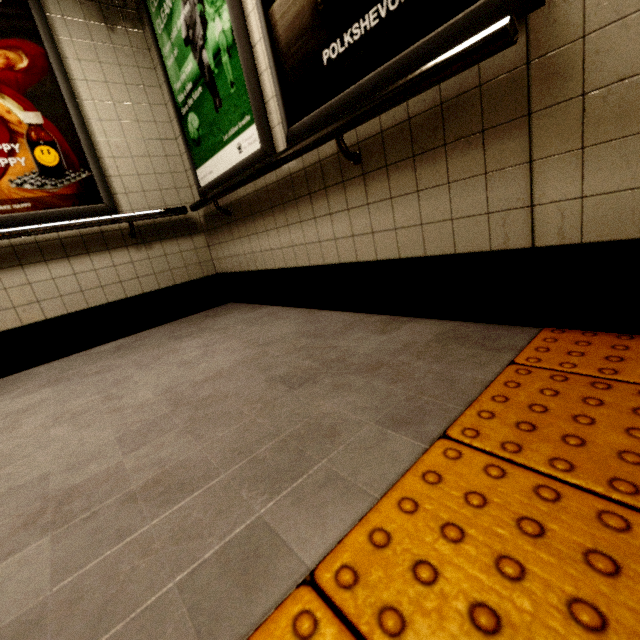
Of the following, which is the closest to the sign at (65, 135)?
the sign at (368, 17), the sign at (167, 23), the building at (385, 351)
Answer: the building at (385, 351)

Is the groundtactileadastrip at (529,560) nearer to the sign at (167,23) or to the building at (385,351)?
the building at (385,351)

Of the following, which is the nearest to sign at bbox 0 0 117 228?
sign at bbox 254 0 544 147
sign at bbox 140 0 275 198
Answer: sign at bbox 140 0 275 198

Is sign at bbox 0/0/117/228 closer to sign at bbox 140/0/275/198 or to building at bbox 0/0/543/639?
building at bbox 0/0/543/639

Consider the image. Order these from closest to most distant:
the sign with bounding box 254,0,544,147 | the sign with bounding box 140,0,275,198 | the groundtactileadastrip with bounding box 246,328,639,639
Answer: the groundtactileadastrip with bounding box 246,328,639,639 → the sign with bounding box 254,0,544,147 → the sign with bounding box 140,0,275,198

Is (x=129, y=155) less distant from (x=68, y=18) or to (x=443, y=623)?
(x=68, y=18)

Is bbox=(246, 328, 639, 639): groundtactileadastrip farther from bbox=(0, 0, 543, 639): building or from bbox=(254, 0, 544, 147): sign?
bbox=(254, 0, 544, 147): sign

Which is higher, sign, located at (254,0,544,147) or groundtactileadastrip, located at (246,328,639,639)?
sign, located at (254,0,544,147)
